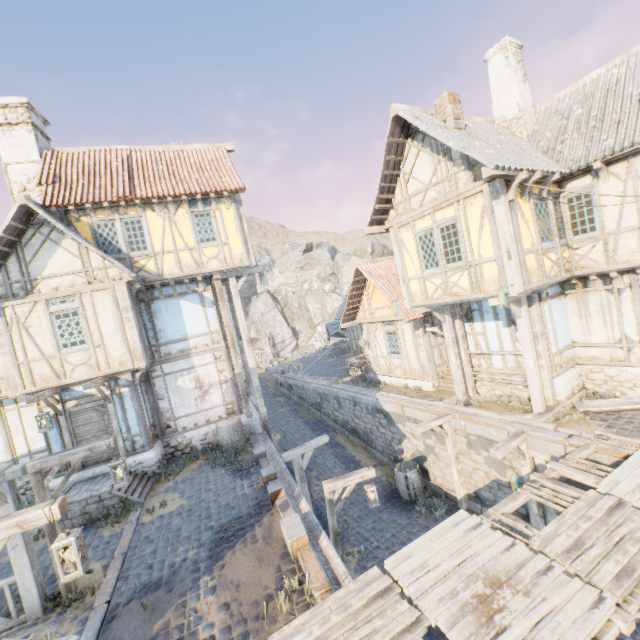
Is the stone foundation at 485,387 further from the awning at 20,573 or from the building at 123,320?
the awning at 20,573

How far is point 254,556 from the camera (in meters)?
6.66

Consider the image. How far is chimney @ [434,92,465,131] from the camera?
9.5m

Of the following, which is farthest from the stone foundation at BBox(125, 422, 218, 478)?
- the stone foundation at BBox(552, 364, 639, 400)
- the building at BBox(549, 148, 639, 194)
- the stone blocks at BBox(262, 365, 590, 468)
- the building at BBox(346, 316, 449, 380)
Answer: the stone foundation at BBox(552, 364, 639, 400)

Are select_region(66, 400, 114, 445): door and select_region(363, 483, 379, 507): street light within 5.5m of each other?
no

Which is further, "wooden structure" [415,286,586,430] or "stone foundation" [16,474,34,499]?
"stone foundation" [16,474,34,499]

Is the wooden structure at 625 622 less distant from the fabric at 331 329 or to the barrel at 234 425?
the barrel at 234 425

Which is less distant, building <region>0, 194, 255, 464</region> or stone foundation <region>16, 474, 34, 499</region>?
building <region>0, 194, 255, 464</region>
